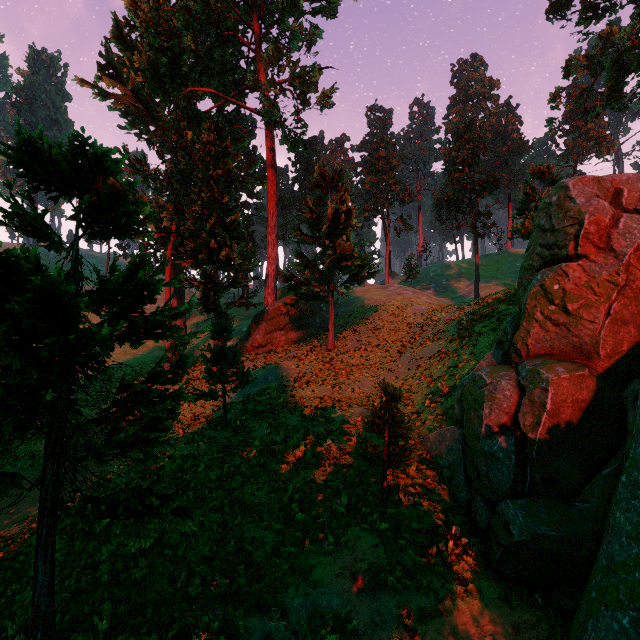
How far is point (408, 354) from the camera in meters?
24.4

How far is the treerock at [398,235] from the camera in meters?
51.3 m

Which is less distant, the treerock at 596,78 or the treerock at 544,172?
the treerock at 544,172

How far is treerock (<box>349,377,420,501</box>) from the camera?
9.40m

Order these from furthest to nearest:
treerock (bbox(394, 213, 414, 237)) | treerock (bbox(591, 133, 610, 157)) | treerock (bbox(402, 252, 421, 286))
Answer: treerock (bbox(591, 133, 610, 157)) → treerock (bbox(394, 213, 414, 237)) → treerock (bbox(402, 252, 421, 286))

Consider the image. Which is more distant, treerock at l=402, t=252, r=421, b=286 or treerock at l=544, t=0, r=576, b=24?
treerock at l=402, t=252, r=421, b=286
